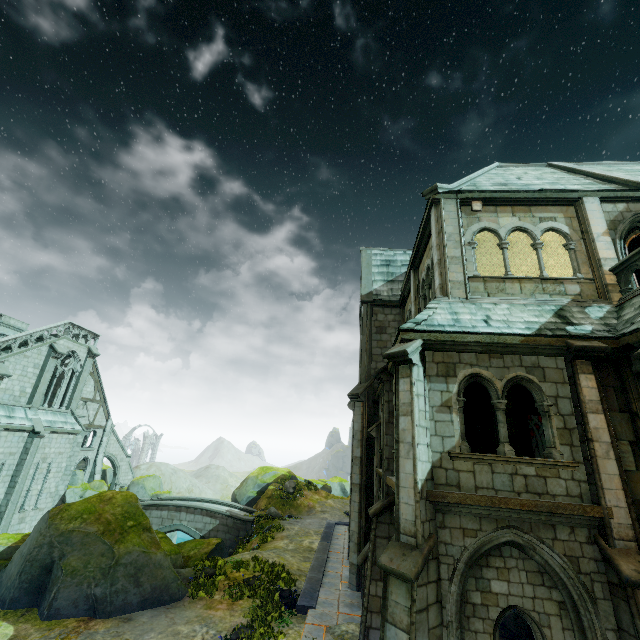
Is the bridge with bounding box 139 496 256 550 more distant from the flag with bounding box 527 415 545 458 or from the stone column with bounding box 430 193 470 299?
the stone column with bounding box 430 193 470 299

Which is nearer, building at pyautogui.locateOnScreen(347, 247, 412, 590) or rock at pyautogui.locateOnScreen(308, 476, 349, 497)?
building at pyautogui.locateOnScreen(347, 247, 412, 590)

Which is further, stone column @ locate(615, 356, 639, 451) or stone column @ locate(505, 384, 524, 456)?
stone column @ locate(505, 384, 524, 456)

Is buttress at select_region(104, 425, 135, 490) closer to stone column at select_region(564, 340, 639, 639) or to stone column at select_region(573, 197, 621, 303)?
stone column at select_region(564, 340, 639, 639)

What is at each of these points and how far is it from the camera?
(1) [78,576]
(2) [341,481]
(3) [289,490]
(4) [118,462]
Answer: (1) rock, 11.55m
(2) rock, 41.38m
(3) plant, 30.95m
(4) buttress, 35.38m

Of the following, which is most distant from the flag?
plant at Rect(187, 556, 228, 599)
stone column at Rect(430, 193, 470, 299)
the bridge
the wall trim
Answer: the bridge

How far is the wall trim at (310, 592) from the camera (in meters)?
12.08

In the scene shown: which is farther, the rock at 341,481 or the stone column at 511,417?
the rock at 341,481
